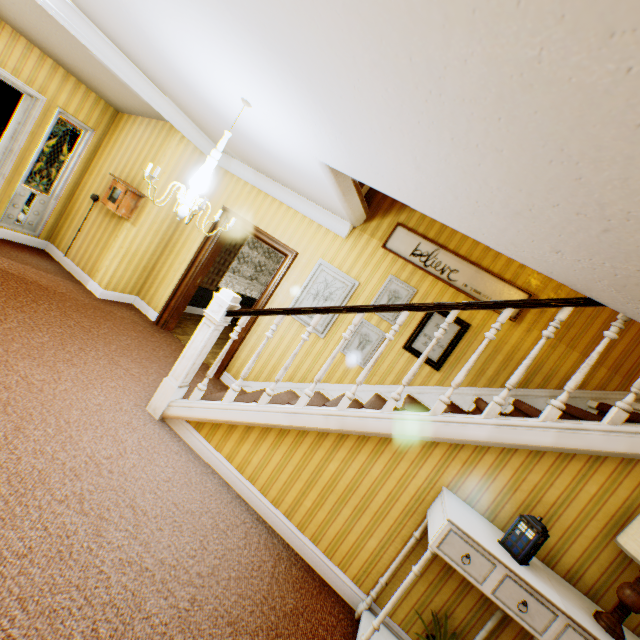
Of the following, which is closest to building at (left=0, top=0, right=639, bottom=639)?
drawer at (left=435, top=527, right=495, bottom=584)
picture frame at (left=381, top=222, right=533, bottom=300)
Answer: picture frame at (left=381, top=222, right=533, bottom=300)

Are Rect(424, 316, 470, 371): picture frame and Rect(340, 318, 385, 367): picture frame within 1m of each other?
yes

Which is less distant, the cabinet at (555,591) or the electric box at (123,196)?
the cabinet at (555,591)

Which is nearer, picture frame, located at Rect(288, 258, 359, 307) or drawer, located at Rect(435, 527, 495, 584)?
drawer, located at Rect(435, 527, 495, 584)

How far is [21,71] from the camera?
4.4m

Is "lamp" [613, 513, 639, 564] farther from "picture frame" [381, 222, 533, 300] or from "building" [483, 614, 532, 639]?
"picture frame" [381, 222, 533, 300]

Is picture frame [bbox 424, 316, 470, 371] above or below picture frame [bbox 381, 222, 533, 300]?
below

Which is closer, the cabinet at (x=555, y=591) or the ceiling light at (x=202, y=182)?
the cabinet at (x=555, y=591)
